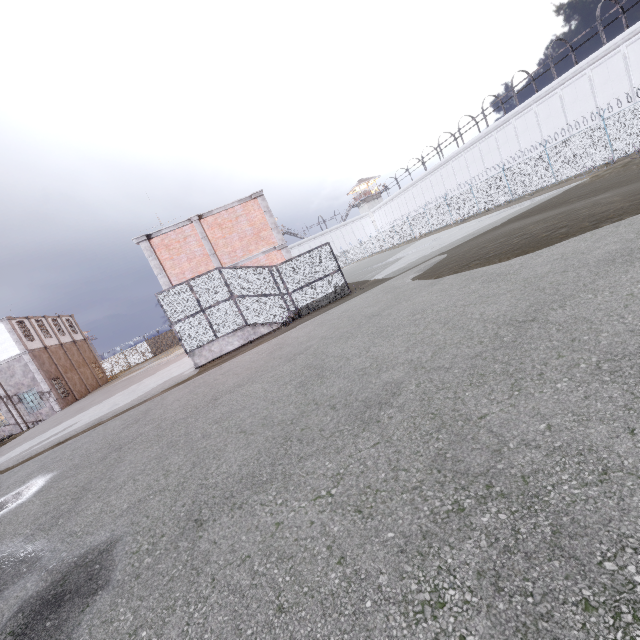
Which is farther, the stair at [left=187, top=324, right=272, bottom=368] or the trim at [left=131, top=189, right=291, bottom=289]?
the trim at [left=131, top=189, right=291, bottom=289]

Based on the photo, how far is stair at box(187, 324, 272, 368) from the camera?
14.86m

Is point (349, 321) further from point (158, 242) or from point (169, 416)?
point (158, 242)

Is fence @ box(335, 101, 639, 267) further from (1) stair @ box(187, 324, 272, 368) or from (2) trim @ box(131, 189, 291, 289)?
(1) stair @ box(187, 324, 272, 368)

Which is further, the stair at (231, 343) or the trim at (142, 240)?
the trim at (142, 240)

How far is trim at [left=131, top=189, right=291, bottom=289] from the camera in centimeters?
1675cm

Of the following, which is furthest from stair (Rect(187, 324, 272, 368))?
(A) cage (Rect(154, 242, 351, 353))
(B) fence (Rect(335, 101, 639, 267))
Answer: (B) fence (Rect(335, 101, 639, 267))

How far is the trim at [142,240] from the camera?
16.75m
